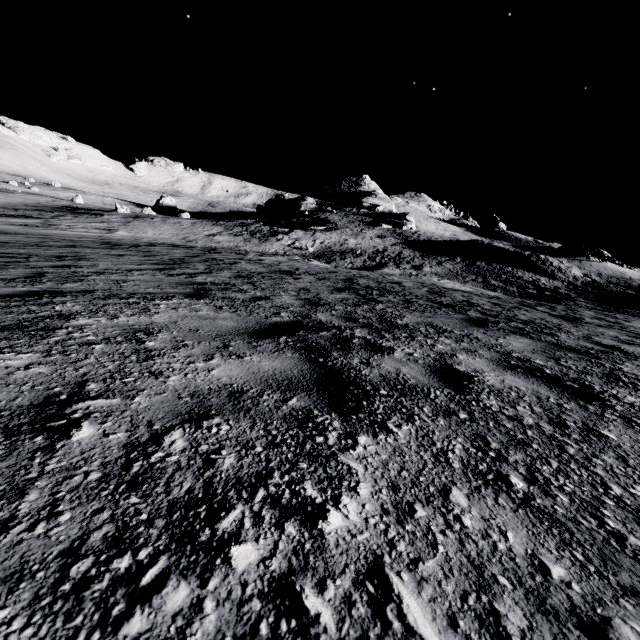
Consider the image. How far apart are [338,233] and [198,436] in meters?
42.8

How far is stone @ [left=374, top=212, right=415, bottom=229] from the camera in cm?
→ 5109

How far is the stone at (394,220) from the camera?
51.1m
